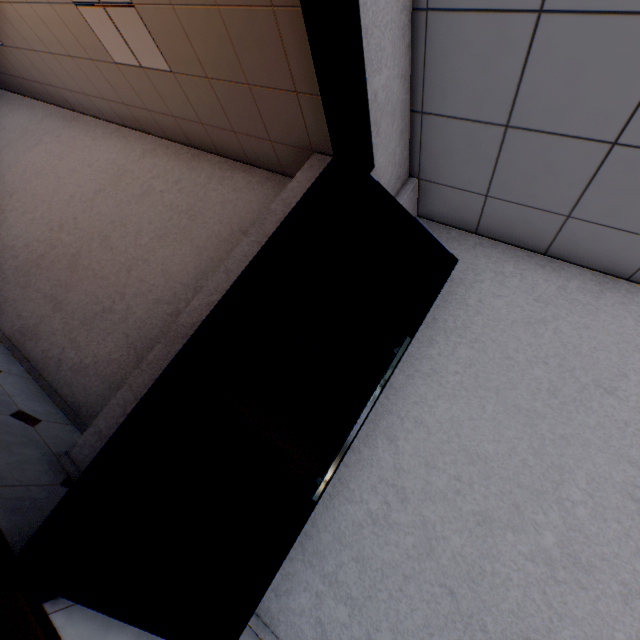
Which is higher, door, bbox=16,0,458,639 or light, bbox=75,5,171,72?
light, bbox=75,5,171,72

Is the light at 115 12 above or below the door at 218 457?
above

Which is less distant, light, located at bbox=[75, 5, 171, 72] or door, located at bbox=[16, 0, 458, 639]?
door, located at bbox=[16, 0, 458, 639]

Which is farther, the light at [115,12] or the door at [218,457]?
the light at [115,12]

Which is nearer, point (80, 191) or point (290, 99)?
point (290, 99)

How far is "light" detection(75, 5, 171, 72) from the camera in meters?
2.8 m
